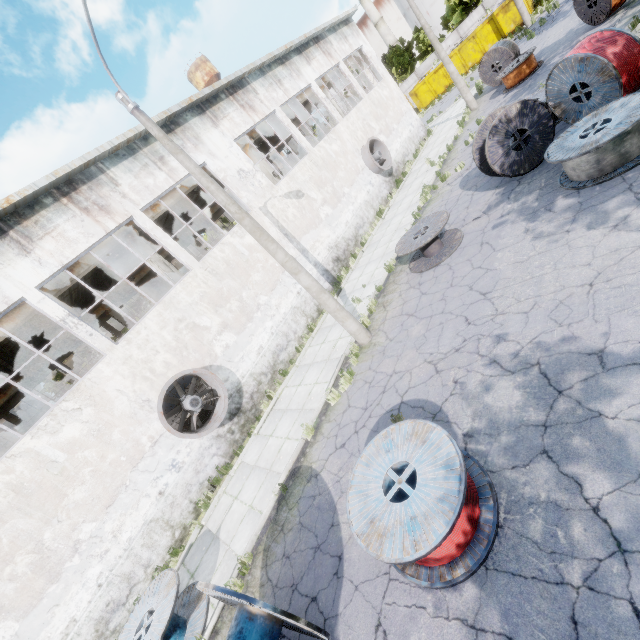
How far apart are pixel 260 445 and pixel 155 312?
5.7m

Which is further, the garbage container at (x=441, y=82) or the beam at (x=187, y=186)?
the garbage container at (x=441, y=82)

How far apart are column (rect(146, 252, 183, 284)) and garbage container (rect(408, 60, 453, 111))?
36.0m

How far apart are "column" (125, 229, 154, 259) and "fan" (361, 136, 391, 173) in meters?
12.4 m

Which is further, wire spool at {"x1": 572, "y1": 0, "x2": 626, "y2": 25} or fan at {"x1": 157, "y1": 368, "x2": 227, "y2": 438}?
wire spool at {"x1": 572, "y1": 0, "x2": 626, "y2": 25}

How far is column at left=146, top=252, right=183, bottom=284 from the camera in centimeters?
1405cm

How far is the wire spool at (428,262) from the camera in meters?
10.2 m

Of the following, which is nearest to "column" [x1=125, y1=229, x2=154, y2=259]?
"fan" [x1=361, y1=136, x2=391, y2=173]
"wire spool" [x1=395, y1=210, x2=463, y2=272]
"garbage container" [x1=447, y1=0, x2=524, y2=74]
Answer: "wire spool" [x1=395, y1=210, x2=463, y2=272]
